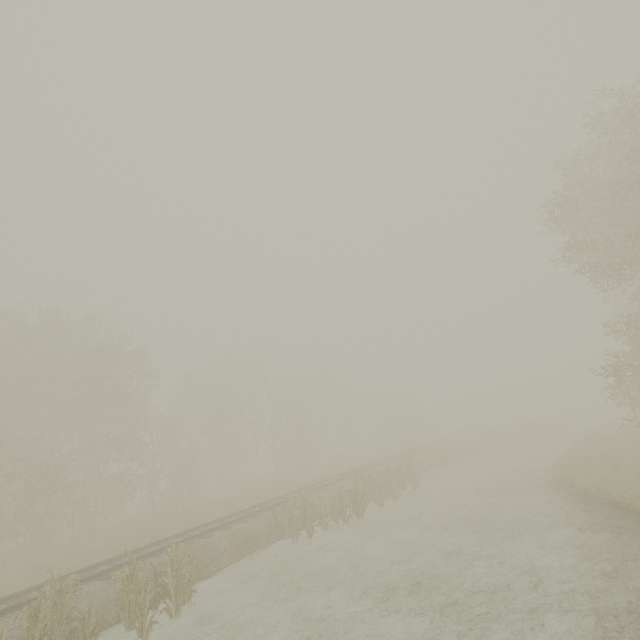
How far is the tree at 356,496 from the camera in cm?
1397

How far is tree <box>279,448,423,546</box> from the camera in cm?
1397

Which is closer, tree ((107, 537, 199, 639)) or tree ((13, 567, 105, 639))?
tree ((13, 567, 105, 639))

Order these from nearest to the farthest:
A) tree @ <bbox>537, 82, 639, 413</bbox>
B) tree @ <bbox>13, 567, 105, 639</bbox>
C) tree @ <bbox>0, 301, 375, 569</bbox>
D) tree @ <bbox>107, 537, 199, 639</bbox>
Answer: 1. tree @ <bbox>13, 567, 105, 639</bbox>
2. tree @ <bbox>107, 537, 199, 639</bbox>
3. tree @ <bbox>537, 82, 639, 413</bbox>
4. tree @ <bbox>0, 301, 375, 569</bbox>

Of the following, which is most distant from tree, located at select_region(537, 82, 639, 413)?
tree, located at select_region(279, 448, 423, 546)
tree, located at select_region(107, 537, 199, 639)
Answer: tree, located at select_region(107, 537, 199, 639)

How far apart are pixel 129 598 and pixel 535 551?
11.10m

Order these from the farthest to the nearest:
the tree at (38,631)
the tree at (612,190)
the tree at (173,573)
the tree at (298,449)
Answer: the tree at (298,449)
the tree at (612,190)
the tree at (173,573)
the tree at (38,631)

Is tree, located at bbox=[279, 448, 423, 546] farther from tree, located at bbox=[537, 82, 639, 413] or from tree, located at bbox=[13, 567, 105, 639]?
tree, located at bbox=[537, 82, 639, 413]
